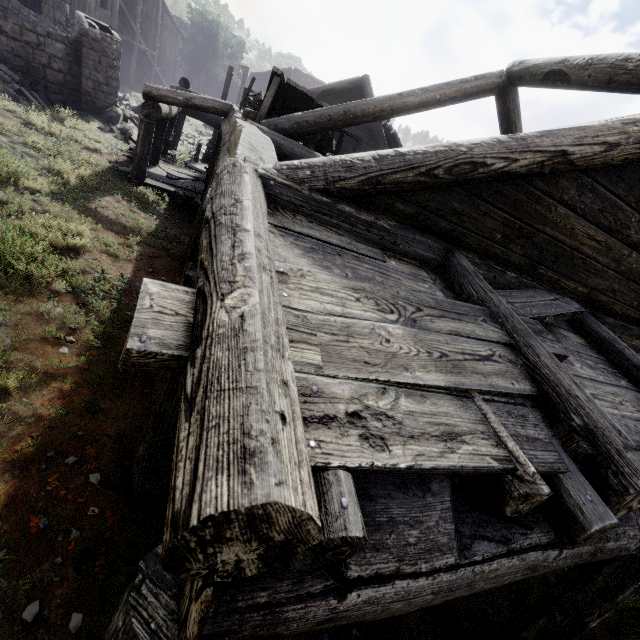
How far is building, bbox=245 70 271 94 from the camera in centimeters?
4481cm

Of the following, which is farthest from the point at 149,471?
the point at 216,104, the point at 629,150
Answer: the point at 216,104

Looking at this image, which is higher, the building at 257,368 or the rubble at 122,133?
the building at 257,368

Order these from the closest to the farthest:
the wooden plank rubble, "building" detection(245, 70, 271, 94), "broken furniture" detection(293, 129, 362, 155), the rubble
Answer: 1. "broken furniture" detection(293, 129, 362, 155)
2. the rubble
3. the wooden plank rubble
4. "building" detection(245, 70, 271, 94)

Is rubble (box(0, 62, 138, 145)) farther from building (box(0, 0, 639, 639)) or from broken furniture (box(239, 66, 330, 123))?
broken furniture (box(239, 66, 330, 123))

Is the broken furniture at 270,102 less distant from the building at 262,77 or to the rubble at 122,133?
the building at 262,77

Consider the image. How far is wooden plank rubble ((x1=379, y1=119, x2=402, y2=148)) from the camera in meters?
12.0
